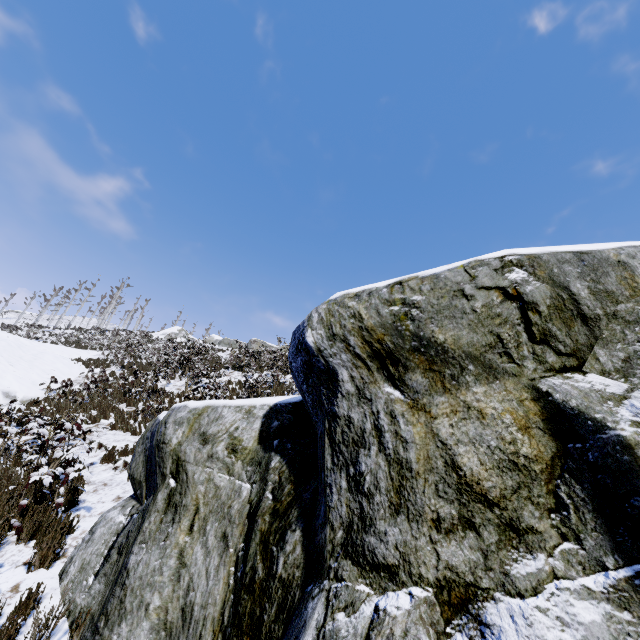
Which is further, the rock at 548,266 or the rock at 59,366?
the rock at 59,366

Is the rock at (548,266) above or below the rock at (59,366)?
below

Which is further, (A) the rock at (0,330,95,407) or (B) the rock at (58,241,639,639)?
(A) the rock at (0,330,95,407)

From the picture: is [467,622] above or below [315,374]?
below

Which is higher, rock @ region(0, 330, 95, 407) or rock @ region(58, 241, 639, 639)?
rock @ region(0, 330, 95, 407)
